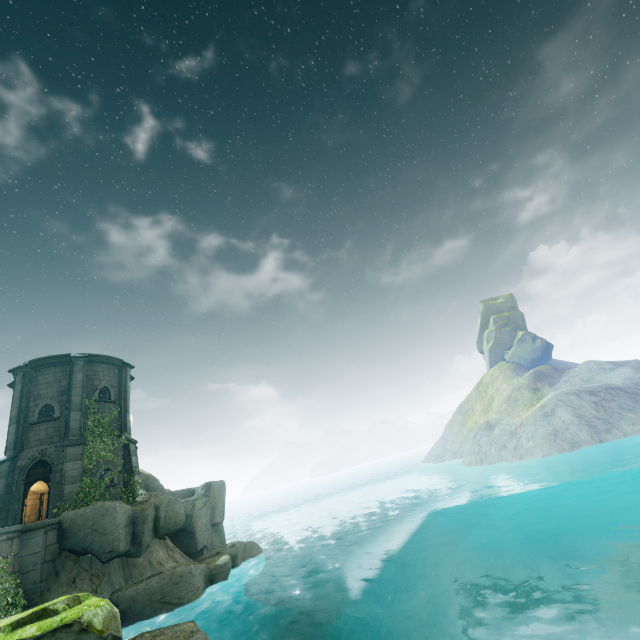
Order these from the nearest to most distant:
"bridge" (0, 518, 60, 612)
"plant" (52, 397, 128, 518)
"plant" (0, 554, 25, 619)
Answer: "plant" (0, 554, 25, 619) → "bridge" (0, 518, 60, 612) → "plant" (52, 397, 128, 518)

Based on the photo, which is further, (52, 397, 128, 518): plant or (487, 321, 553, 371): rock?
(487, 321, 553, 371): rock

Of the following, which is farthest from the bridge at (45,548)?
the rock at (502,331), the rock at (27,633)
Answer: the rock at (502,331)

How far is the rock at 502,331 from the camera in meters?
52.6 m

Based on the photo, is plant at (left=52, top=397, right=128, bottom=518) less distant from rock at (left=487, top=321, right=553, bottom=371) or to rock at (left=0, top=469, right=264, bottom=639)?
rock at (left=0, top=469, right=264, bottom=639)

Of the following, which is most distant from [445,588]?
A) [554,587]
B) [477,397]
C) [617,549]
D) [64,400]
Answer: [477,397]

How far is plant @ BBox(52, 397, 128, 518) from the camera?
17.3 meters

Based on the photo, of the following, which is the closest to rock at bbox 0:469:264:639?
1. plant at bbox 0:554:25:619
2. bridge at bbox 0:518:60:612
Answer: bridge at bbox 0:518:60:612
